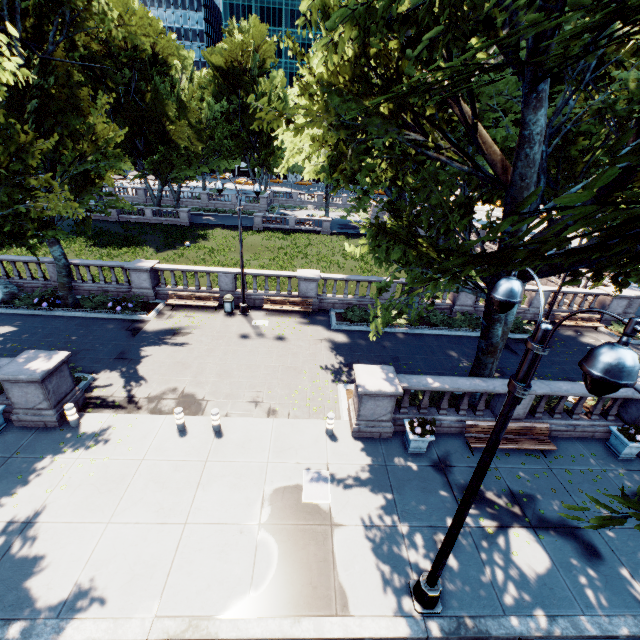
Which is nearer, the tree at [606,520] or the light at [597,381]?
the tree at [606,520]

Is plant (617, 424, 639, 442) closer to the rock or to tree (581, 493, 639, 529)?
tree (581, 493, 639, 529)

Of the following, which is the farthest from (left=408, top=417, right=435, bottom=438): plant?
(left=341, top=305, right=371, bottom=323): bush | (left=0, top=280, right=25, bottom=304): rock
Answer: (left=0, top=280, right=25, bottom=304): rock

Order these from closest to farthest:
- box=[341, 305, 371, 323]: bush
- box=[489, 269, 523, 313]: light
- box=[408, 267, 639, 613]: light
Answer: box=[408, 267, 639, 613]: light
box=[489, 269, 523, 313]: light
box=[341, 305, 371, 323]: bush

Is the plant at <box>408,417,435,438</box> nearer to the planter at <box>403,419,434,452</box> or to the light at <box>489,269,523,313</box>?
the planter at <box>403,419,434,452</box>

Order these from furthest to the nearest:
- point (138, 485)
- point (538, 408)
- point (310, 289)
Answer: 1. point (310, 289)
2. point (538, 408)
3. point (138, 485)

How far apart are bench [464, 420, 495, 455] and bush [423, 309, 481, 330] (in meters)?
8.17

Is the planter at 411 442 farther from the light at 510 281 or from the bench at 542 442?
the light at 510 281
